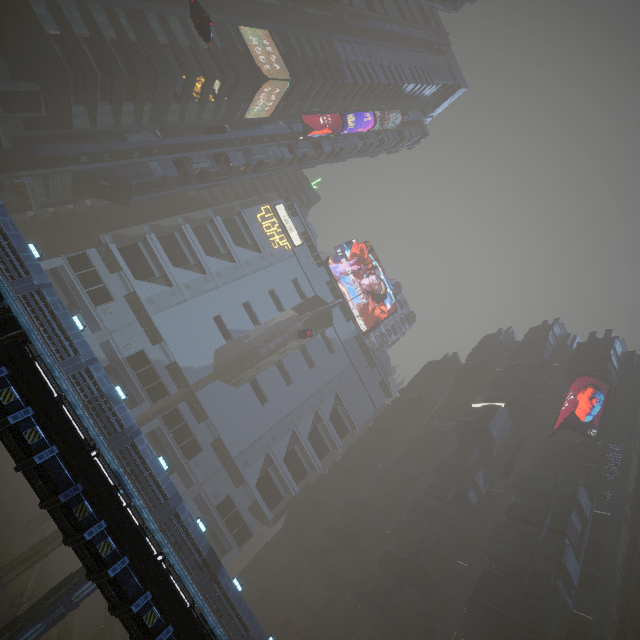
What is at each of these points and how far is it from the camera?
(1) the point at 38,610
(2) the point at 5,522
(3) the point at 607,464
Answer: (1) building, 19.5m
(2) train rail, 38.2m
(3) building, 41.8m

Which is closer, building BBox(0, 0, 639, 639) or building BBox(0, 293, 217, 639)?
building BBox(0, 293, 217, 639)

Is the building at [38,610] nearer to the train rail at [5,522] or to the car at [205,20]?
the train rail at [5,522]

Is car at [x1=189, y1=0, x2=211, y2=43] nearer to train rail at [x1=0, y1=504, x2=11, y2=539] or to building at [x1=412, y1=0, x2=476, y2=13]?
building at [x1=412, y1=0, x2=476, y2=13]

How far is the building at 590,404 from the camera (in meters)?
48.54

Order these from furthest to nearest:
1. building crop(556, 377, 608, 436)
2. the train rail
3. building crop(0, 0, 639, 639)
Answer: building crop(556, 377, 608, 436) < the train rail < building crop(0, 0, 639, 639)

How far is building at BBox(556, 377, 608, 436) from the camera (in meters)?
48.54
